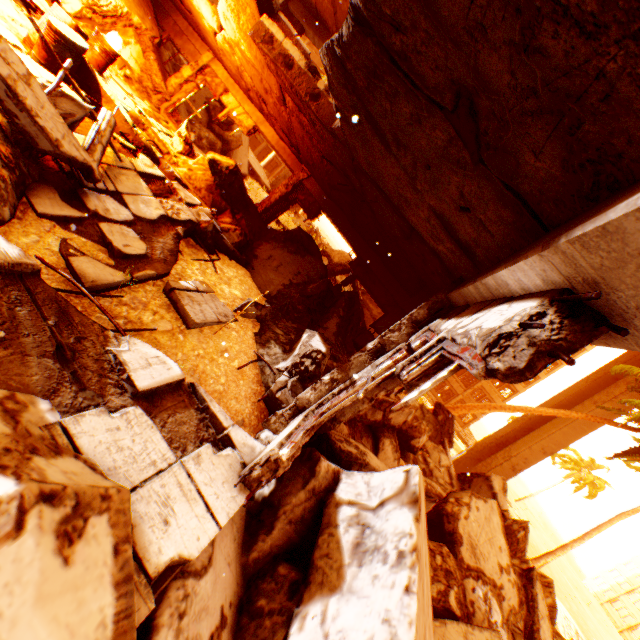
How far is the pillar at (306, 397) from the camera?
3.6 meters

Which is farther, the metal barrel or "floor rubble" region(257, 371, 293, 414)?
the metal barrel

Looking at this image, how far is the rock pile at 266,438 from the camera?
3.8 meters

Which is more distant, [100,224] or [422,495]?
[100,224]

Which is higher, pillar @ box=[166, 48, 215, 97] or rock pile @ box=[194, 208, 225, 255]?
pillar @ box=[166, 48, 215, 97]

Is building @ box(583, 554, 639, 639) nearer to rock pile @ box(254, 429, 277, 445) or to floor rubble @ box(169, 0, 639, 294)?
rock pile @ box(254, 429, 277, 445)

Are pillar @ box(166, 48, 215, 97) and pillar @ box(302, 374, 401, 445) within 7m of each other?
no

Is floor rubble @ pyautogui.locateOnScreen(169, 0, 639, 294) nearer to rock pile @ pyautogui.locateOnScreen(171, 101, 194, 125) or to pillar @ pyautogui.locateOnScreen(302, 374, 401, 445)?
pillar @ pyautogui.locateOnScreen(302, 374, 401, 445)
